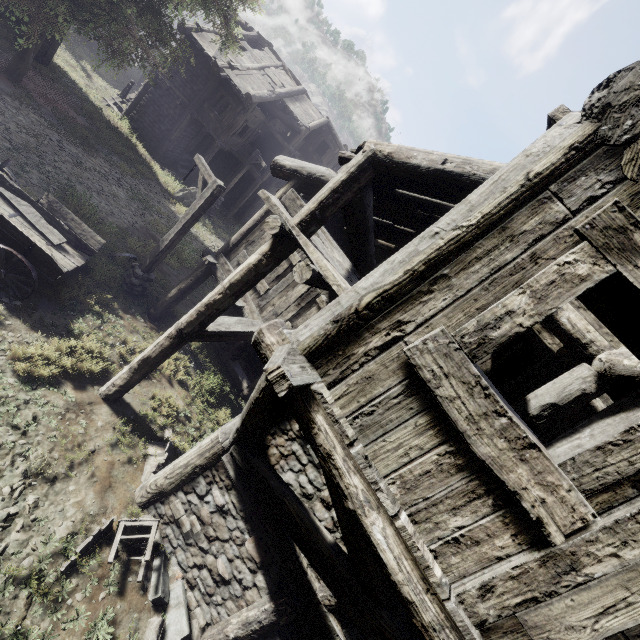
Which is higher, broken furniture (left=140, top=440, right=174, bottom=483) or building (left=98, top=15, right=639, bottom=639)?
building (left=98, top=15, right=639, bottom=639)

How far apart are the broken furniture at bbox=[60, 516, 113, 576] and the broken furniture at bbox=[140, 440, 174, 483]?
0.9 meters

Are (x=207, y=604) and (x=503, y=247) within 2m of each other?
no

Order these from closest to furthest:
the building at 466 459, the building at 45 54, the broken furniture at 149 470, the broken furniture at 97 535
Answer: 1. the building at 466 459
2. the broken furniture at 97 535
3. the broken furniture at 149 470
4. the building at 45 54

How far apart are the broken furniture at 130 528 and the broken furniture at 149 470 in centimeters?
93cm

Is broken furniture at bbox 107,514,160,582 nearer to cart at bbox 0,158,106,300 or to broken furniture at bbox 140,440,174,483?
broken furniture at bbox 140,440,174,483

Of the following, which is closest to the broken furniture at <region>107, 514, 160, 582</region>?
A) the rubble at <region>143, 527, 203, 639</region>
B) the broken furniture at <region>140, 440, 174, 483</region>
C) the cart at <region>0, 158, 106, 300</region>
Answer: the rubble at <region>143, 527, 203, 639</region>

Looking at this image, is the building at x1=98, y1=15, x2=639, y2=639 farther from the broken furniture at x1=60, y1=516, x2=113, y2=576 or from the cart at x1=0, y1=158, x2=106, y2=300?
the cart at x1=0, y1=158, x2=106, y2=300
